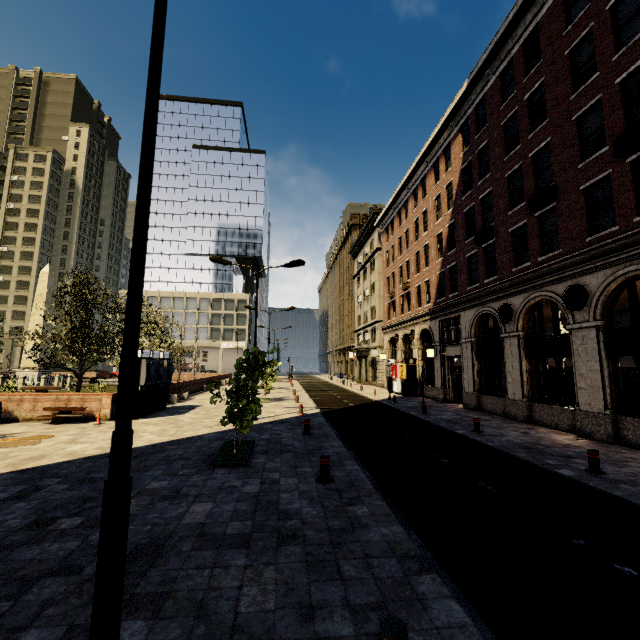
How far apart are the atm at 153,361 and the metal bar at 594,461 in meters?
17.6

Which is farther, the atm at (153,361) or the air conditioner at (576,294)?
the atm at (153,361)

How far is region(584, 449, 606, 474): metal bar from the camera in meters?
8.1

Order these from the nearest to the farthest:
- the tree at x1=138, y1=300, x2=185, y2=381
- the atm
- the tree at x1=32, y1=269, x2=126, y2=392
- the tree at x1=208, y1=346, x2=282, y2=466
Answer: the tree at x1=208, y1=346, x2=282, y2=466
the atm
the tree at x1=32, y1=269, x2=126, y2=392
the tree at x1=138, y1=300, x2=185, y2=381

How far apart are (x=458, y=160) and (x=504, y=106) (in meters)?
4.57

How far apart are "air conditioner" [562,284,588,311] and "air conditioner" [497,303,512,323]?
2.9 meters

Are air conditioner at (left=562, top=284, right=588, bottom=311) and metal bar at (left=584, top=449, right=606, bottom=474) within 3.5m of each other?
no

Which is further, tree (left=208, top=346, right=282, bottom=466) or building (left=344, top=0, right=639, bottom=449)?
building (left=344, top=0, right=639, bottom=449)
